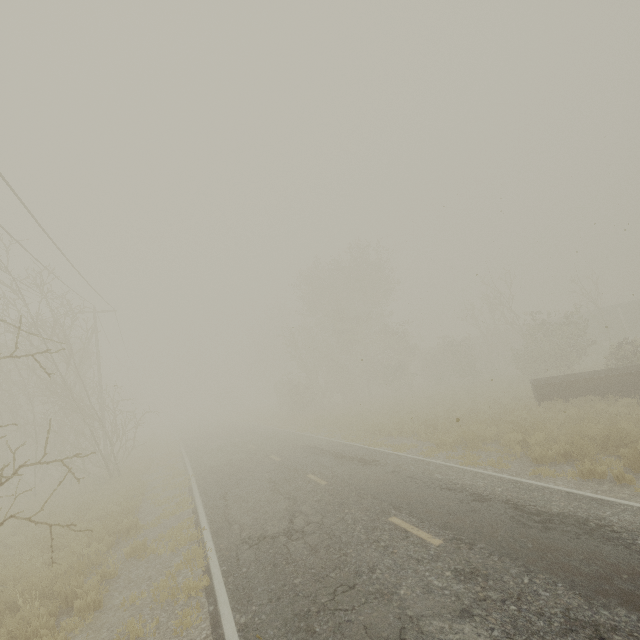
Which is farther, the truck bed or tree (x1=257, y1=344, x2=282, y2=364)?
tree (x1=257, y1=344, x2=282, y2=364)

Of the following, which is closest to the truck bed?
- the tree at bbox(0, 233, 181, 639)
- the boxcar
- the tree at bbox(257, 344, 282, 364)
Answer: the tree at bbox(0, 233, 181, 639)

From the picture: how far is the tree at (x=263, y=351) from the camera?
57.1m

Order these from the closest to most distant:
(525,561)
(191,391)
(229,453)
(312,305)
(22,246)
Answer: (525,561), (22,246), (229,453), (312,305), (191,391)

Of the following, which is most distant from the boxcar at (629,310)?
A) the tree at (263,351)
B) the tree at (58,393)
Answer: the tree at (58,393)

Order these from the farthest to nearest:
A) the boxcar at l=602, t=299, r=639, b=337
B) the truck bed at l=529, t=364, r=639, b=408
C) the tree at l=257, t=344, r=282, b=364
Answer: the tree at l=257, t=344, r=282, b=364
the boxcar at l=602, t=299, r=639, b=337
the truck bed at l=529, t=364, r=639, b=408

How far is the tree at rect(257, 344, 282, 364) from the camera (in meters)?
57.15

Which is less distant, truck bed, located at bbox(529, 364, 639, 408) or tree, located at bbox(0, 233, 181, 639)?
tree, located at bbox(0, 233, 181, 639)
